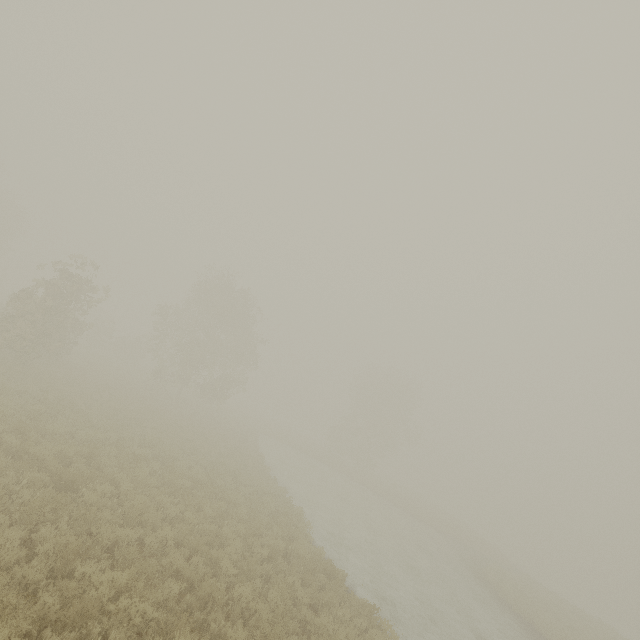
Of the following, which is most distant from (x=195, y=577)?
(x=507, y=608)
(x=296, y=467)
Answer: (x=296, y=467)
